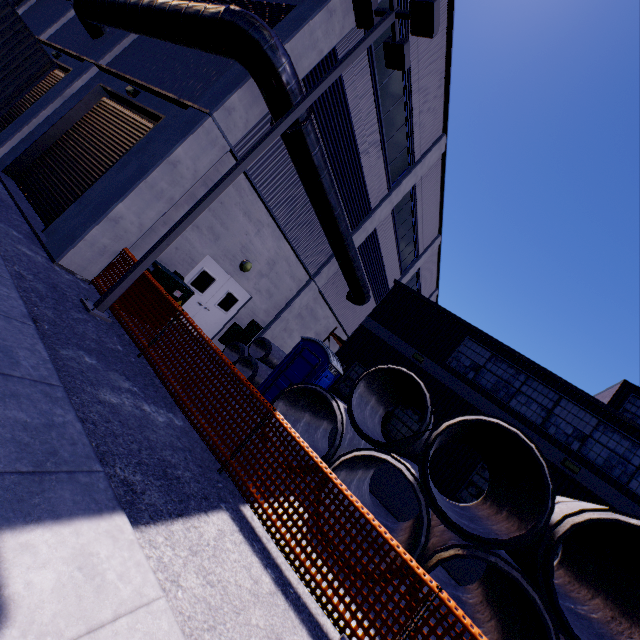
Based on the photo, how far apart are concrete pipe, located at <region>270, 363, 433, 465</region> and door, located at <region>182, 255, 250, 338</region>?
4.9m

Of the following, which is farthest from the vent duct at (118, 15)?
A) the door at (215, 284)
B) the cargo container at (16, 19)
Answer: the door at (215, 284)

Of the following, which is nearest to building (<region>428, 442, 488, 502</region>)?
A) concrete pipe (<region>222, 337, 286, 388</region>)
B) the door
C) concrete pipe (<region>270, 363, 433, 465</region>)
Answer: the door

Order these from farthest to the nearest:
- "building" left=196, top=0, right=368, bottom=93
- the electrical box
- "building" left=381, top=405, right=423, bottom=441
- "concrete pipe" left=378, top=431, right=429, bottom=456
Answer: "building" left=381, top=405, right=423, bottom=441
"building" left=196, top=0, right=368, bottom=93
the electrical box
"concrete pipe" left=378, top=431, right=429, bottom=456

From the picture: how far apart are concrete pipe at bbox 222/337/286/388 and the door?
0.7m

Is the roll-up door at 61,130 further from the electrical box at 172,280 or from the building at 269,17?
the electrical box at 172,280

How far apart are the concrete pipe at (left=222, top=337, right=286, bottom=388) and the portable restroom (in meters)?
0.38

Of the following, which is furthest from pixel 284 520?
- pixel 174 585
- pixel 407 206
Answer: pixel 407 206
